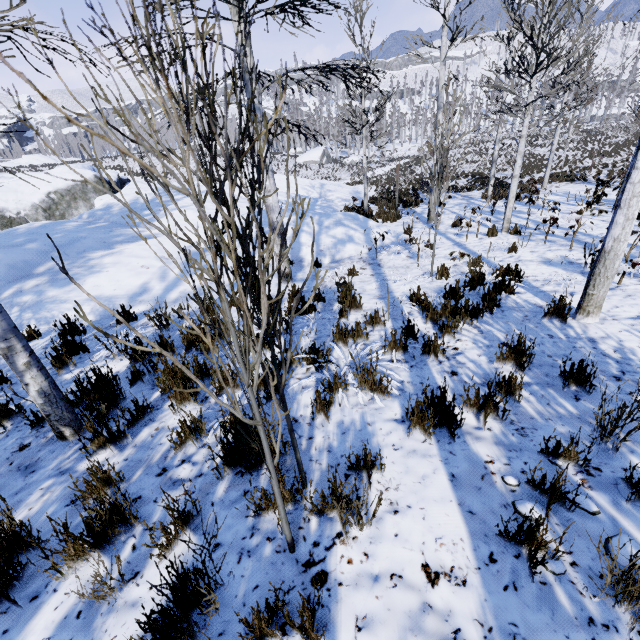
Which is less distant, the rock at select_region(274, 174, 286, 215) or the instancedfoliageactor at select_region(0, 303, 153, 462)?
the instancedfoliageactor at select_region(0, 303, 153, 462)

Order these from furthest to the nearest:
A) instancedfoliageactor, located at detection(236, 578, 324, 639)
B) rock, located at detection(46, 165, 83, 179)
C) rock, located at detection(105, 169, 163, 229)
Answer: rock, located at detection(46, 165, 83, 179)
rock, located at detection(105, 169, 163, 229)
instancedfoliageactor, located at detection(236, 578, 324, 639)

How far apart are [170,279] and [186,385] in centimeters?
461cm

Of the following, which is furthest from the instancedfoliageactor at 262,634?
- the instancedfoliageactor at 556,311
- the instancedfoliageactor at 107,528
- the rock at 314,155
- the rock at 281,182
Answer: the rock at 314,155

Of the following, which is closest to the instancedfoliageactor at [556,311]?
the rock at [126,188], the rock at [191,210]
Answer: the rock at [191,210]

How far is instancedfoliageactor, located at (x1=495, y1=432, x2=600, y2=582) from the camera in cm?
166

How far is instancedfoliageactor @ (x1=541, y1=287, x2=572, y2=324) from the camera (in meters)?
4.23

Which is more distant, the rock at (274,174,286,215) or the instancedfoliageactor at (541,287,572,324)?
the rock at (274,174,286,215)
